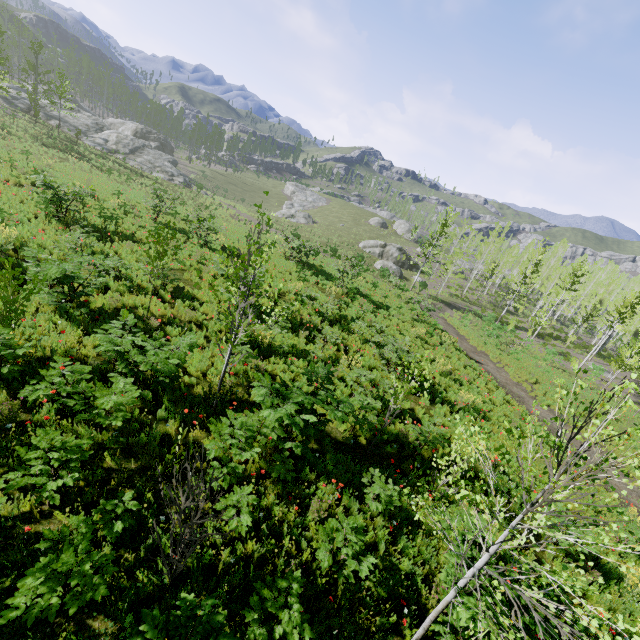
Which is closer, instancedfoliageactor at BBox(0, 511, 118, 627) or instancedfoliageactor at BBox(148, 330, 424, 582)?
instancedfoliageactor at BBox(0, 511, 118, 627)

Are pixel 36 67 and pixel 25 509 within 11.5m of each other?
no

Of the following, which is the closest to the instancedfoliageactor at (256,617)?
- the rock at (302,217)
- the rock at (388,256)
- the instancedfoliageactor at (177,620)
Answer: the instancedfoliageactor at (177,620)

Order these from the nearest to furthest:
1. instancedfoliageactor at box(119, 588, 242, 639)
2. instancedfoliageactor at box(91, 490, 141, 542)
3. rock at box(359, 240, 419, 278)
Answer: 1. instancedfoliageactor at box(119, 588, 242, 639)
2. instancedfoliageactor at box(91, 490, 141, 542)
3. rock at box(359, 240, 419, 278)

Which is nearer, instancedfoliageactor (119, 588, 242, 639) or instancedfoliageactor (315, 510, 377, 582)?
instancedfoliageactor (119, 588, 242, 639)

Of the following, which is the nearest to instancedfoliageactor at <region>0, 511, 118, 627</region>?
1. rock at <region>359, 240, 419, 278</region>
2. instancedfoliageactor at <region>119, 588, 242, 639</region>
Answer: instancedfoliageactor at <region>119, 588, 242, 639</region>

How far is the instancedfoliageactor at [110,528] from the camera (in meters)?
4.45

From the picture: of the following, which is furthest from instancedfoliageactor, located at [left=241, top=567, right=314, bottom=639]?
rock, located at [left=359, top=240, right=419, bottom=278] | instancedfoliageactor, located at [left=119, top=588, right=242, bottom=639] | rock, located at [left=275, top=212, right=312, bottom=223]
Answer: rock, located at [left=275, top=212, right=312, bottom=223]
